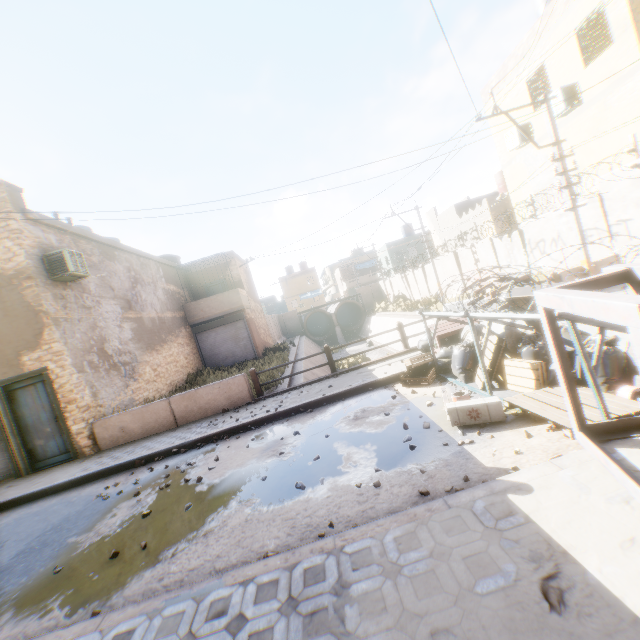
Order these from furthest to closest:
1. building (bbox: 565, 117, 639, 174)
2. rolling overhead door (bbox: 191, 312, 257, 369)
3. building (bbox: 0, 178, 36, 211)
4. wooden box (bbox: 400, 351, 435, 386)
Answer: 1. rolling overhead door (bbox: 191, 312, 257, 369)
2. building (bbox: 565, 117, 639, 174)
3. building (bbox: 0, 178, 36, 211)
4. wooden box (bbox: 400, 351, 435, 386)

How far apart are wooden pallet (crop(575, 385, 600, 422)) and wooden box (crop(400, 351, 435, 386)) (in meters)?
2.15

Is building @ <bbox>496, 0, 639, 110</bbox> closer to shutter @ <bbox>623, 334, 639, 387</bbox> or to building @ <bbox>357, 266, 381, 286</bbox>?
shutter @ <bbox>623, 334, 639, 387</bbox>

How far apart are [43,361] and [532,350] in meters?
12.3

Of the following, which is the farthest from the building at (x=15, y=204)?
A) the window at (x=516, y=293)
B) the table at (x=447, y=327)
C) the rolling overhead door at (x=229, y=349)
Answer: the table at (x=447, y=327)

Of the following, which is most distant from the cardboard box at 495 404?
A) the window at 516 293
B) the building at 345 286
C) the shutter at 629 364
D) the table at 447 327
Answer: the building at 345 286

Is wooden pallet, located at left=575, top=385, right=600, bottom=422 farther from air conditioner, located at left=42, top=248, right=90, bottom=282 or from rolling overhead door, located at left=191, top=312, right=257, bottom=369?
air conditioner, located at left=42, top=248, right=90, bottom=282

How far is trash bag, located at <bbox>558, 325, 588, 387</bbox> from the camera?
4.5m
